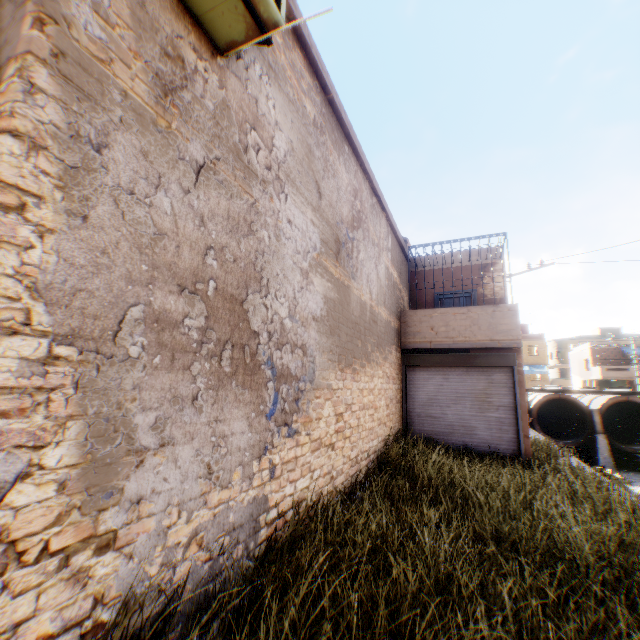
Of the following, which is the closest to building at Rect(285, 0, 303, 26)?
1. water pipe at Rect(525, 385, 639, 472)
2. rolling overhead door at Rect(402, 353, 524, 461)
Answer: rolling overhead door at Rect(402, 353, 524, 461)

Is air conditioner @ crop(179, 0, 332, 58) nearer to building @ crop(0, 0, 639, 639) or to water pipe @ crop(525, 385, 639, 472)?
building @ crop(0, 0, 639, 639)

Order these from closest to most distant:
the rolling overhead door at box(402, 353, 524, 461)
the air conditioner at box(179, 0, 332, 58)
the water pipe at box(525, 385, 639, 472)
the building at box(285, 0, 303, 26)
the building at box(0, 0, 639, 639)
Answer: the building at box(0, 0, 639, 639), the air conditioner at box(179, 0, 332, 58), the building at box(285, 0, 303, 26), the rolling overhead door at box(402, 353, 524, 461), the water pipe at box(525, 385, 639, 472)

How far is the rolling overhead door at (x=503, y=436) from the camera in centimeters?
955cm

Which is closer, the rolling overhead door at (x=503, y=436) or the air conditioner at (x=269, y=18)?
the air conditioner at (x=269, y=18)

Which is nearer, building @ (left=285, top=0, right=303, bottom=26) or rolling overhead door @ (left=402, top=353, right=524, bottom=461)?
building @ (left=285, top=0, right=303, bottom=26)

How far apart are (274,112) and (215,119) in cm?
133

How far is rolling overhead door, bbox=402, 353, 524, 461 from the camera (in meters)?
9.55
